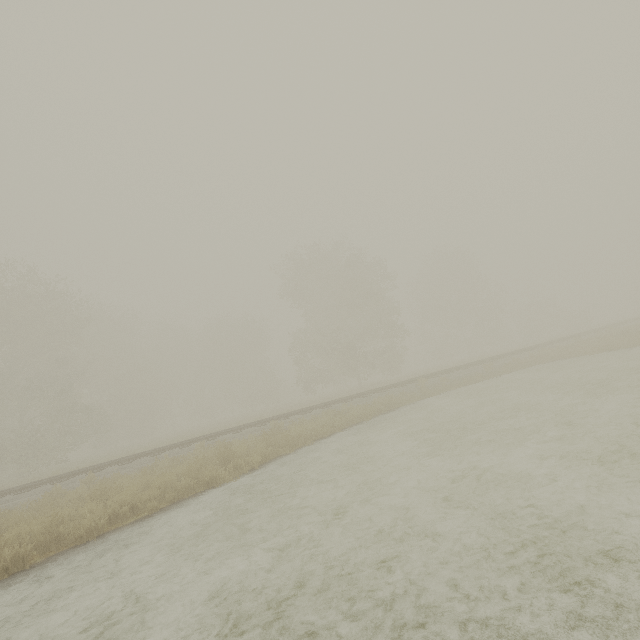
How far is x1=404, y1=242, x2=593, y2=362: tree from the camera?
44.3 meters

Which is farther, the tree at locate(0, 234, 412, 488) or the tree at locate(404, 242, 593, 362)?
the tree at locate(404, 242, 593, 362)

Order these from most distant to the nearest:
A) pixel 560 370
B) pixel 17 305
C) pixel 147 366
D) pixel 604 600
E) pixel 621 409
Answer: pixel 147 366 < pixel 17 305 < pixel 560 370 < pixel 621 409 < pixel 604 600

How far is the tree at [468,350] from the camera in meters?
44.3 m

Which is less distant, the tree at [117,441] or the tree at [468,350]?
the tree at [117,441]
